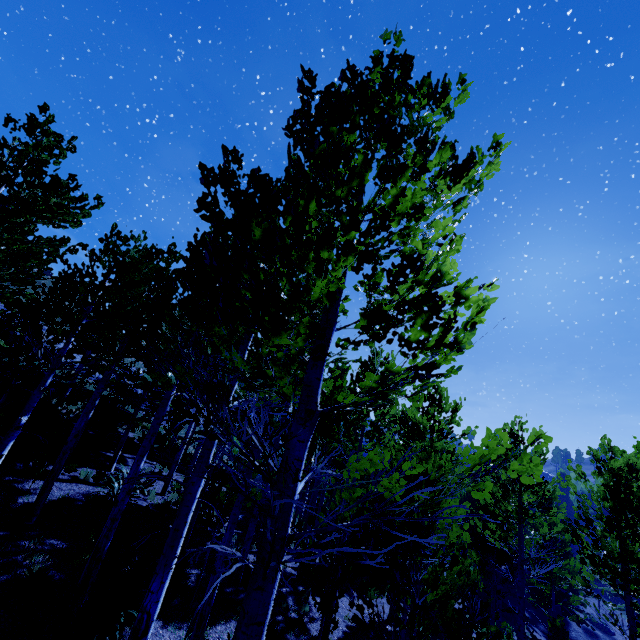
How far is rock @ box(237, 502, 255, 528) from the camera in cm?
1623

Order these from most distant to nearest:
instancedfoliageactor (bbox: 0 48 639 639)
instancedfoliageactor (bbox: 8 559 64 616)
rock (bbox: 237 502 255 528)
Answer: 1. rock (bbox: 237 502 255 528)
2. instancedfoliageactor (bbox: 8 559 64 616)
3. instancedfoliageactor (bbox: 0 48 639 639)

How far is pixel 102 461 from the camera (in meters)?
14.74

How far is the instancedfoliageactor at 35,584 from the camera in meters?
6.6

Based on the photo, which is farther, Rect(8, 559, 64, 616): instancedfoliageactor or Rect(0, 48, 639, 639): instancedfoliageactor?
Rect(8, 559, 64, 616): instancedfoliageactor

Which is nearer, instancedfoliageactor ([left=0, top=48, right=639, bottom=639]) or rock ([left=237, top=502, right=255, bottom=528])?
instancedfoliageactor ([left=0, top=48, right=639, bottom=639])

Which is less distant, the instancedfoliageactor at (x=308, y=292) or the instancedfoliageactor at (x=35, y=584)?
the instancedfoliageactor at (x=308, y=292)
